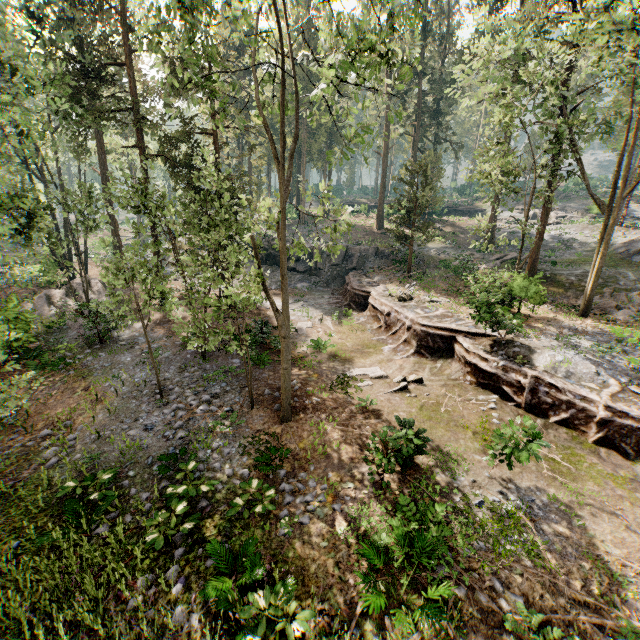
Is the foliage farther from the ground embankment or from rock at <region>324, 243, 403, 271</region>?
rock at <region>324, 243, 403, 271</region>

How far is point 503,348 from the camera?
15.0 meters

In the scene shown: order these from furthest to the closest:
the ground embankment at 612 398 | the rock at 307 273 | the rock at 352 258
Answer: the rock at 352 258, the rock at 307 273, the ground embankment at 612 398

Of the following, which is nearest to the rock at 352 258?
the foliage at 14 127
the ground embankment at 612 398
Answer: the ground embankment at 612 398

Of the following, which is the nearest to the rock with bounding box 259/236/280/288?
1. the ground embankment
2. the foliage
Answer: the ground embankment

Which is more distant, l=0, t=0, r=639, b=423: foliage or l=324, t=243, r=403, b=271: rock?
l=324, t=243, r=403, b=271: rock

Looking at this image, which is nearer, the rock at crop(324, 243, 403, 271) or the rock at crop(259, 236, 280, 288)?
the rock at crop(259, 236, 280, 288)

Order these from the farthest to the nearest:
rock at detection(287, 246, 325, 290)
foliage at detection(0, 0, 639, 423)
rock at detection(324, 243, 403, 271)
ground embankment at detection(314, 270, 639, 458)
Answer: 1. rock at detection(324, 243, 403, 271)
2. rock at detection(287, 246, 325, 290)
3. ground embankment at detection(314, 270, 639, 458)
4. foliage at detection(0, 0, 639, 423)
